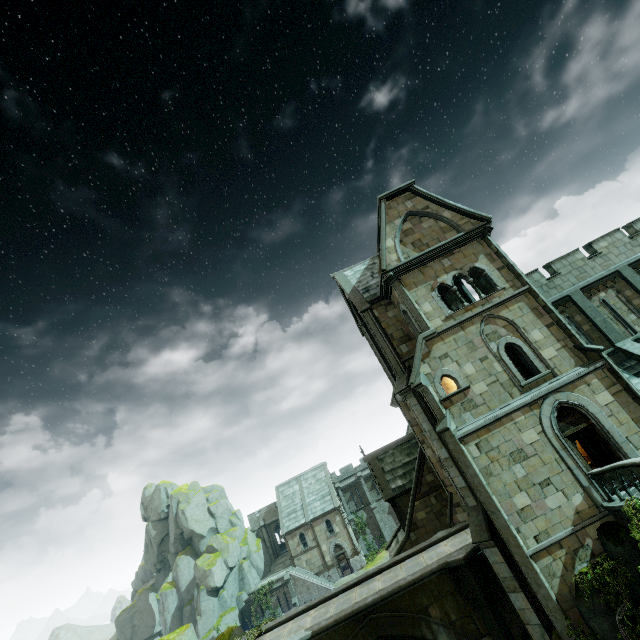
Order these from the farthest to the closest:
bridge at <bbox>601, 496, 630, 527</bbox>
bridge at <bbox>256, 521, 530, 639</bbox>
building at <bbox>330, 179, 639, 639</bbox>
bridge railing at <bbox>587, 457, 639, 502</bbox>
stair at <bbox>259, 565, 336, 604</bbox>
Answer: stair at <bbox>259, 565, 336, 604</bbox> < bridge at <bbox>256, 521, 530, 639</bbox> < building at <bbox>330, 179, 639, 639</bbox> < bridge at <bbox>601, 496, 630, 527</bbox> < bridge railing at <bbox>587, 457, 639, 502</bbox>

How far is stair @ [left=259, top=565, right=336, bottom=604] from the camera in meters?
38.5 m

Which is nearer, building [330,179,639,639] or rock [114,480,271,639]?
building [330,179,639,639]

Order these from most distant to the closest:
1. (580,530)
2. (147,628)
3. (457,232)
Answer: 1. (147,628)
2. (457,232)
3. (580,530)

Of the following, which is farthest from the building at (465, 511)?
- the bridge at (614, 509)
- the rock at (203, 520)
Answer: the rock at (203, 520)

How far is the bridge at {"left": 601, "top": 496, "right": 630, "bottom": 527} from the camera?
11.3 meters

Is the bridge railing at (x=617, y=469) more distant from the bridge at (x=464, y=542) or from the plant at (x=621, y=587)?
the bridge at (x=464, y=542)

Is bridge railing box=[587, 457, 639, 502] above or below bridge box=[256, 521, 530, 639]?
above
